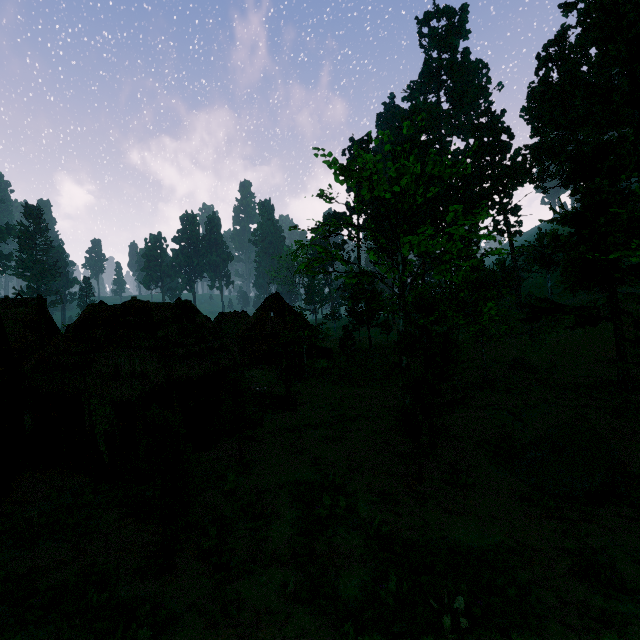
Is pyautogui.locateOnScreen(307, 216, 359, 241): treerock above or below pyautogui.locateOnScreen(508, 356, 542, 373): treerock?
above

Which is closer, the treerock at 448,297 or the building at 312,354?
the treerock at 448,297

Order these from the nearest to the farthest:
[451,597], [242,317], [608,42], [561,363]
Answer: [451,597], [561,363], [608,42], [242,317]

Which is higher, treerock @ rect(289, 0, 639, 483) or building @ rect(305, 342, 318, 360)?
treerock @ rect(289, 0, 639, 483)

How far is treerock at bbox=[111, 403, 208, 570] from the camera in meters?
6.8

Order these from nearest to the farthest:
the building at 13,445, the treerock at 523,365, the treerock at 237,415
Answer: the building at 13,445, the treerock at 237,415, the treerock at 523,365

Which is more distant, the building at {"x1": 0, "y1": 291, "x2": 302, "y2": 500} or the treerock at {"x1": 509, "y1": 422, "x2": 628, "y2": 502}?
the building at {"x1": 0, "y1": 291, "x2": 302, "y2": 500}
